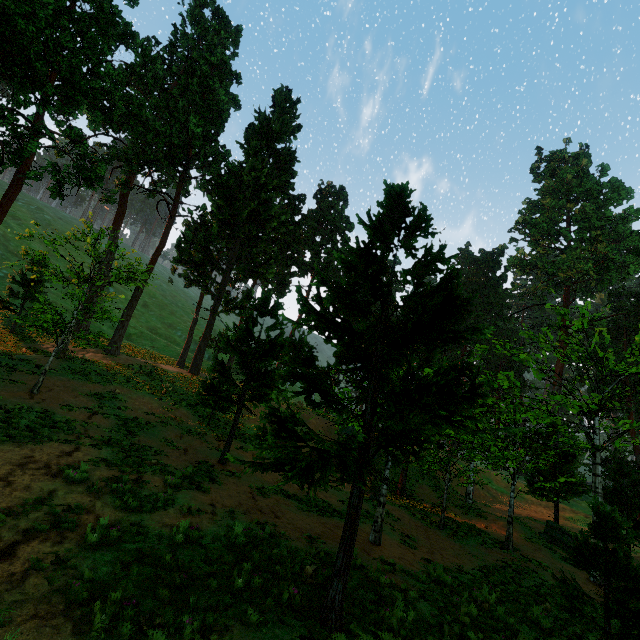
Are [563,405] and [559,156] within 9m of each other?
no
